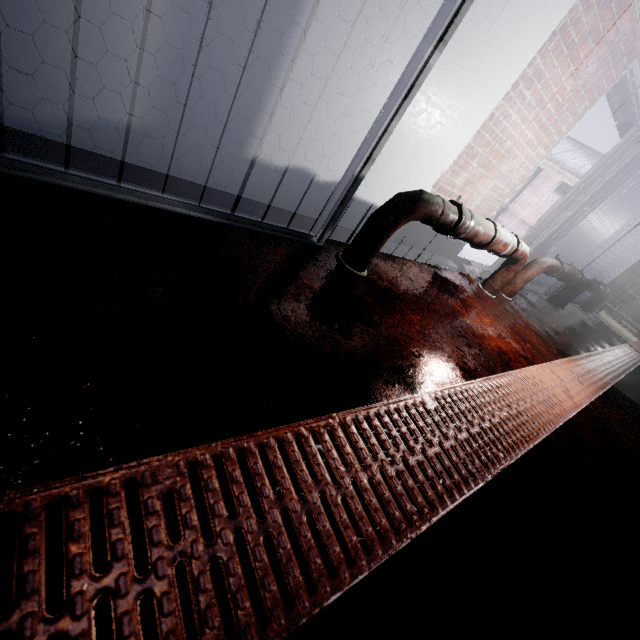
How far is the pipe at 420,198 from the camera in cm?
176

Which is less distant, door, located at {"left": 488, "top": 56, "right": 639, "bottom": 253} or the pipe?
the pipe

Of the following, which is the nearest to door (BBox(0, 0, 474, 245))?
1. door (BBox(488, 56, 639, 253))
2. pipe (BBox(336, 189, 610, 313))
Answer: pipe (BBox(336, 189, 610, 313))

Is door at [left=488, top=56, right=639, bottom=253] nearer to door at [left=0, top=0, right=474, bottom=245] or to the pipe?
the pipe

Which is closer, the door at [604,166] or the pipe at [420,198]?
the pipe at [420,198]

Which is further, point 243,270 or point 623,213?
point 623,213

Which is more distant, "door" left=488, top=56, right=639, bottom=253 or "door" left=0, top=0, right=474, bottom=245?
"door" left=488, top=56, right=639, bottom=253

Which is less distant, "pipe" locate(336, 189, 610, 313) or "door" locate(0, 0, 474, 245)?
"door" locate(0, 0, 474, 245)
